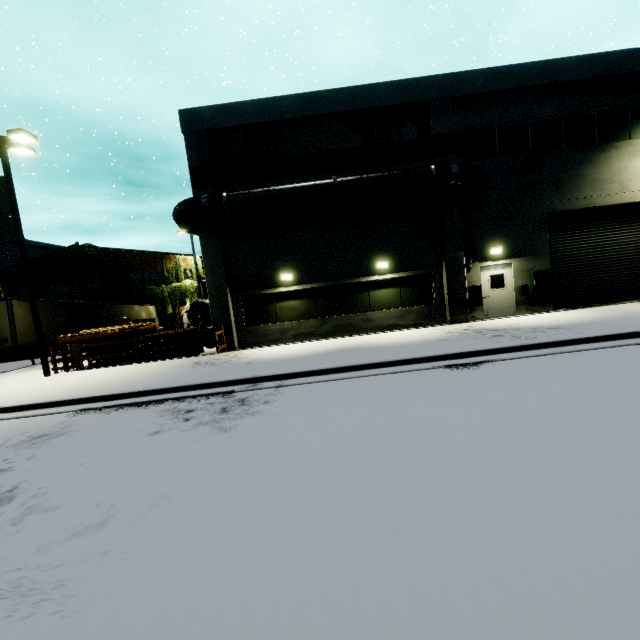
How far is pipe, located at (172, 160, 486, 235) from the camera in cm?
1339

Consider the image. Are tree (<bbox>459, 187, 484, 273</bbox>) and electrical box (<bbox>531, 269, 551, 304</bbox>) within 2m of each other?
no

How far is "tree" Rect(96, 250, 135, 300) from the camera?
32.25m

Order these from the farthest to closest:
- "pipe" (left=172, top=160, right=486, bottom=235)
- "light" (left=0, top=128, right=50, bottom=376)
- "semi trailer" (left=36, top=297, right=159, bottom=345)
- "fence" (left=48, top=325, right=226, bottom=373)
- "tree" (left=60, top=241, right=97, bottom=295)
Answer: "tree" (left=60, top=241, right=97, bottom=295) < "semi trailer" (left=36, top=297, right=159, bottom=345) < "fence" (left=48, top=325, right=226, bottom=373) < "pipe" (left=172, top=160, right=486, bottom=235) < "light" (left=0, top=128, right=50, bottom=376)

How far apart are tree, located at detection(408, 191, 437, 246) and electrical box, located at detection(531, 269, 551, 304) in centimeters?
459cm

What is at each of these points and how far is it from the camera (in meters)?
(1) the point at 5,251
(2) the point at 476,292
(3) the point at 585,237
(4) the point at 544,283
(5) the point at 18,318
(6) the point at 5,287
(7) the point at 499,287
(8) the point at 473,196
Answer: (1) building, 47.66
(2) electrical box, 14.83
(3) roll-up door, 15.05
(4) electrical box, 14.76
(5) semi trailer, 17.77
(6) tree, 32.50
(7) door, 15.07
(8) tree, 14.56

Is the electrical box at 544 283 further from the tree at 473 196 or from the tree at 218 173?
the tree at 218 173

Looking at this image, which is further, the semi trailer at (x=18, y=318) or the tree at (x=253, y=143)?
the semi trailer at (x=18, y=318)
